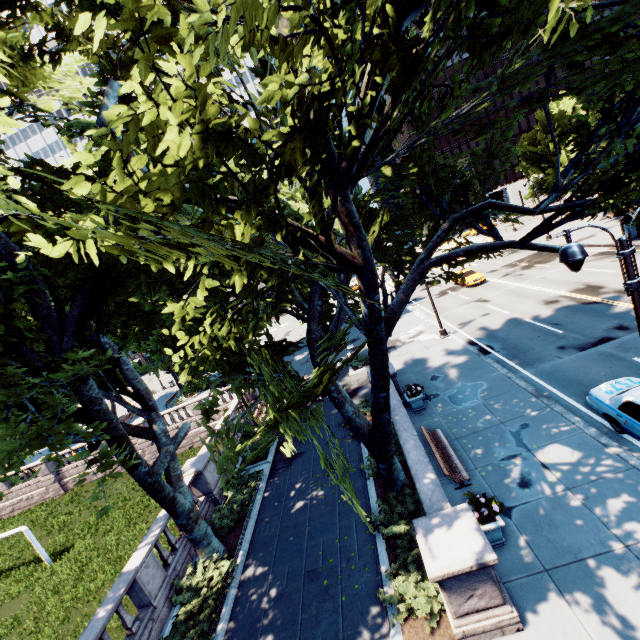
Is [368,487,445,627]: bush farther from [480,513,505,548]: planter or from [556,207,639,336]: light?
[556,207,639,336]: light

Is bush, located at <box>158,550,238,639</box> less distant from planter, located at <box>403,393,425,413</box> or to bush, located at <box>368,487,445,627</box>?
bush, located at <box>368,487,445,627</box>

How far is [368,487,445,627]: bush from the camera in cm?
787

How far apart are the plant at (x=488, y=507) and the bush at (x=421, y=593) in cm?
143

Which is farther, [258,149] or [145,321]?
[145,321]

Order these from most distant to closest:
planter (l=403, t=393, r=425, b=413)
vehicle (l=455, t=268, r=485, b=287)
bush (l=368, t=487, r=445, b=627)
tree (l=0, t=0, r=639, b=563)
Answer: vehicle (l=455, t=268, r=485, b=287)
planter (l=403, t=393, r=425, b=413)
bush (l=368, t=487, r=445, b=627)
tree (l=0, t=0, r=639, b=563)

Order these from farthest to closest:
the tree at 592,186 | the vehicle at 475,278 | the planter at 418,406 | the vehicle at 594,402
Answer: the vehicle at 475,278 < the planter at 418,406 < the vehicle at 594,402 < the tree at 592,186

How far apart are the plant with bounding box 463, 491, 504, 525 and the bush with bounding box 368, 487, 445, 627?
1.43m
